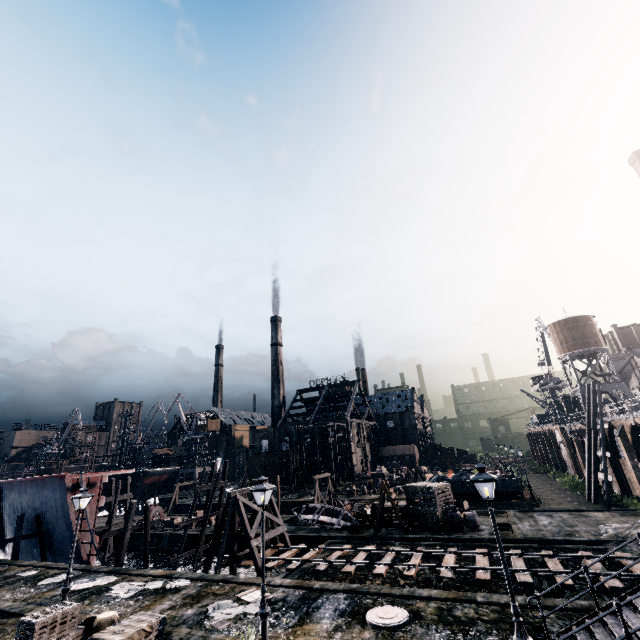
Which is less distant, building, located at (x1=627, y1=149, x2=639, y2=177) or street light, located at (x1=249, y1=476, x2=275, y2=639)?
street light, located at (x1=249, y1=476, x2=275, y2=639)

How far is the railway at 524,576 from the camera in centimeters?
1681cm

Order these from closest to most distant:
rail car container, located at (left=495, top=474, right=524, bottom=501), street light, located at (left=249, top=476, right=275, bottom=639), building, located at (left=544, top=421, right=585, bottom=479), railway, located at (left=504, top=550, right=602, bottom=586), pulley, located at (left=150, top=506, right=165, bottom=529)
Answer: street light, located at (left=249, top=476, right=275, bottom=639) < railway, located at (left=504, top=550, right=602, bottom=586) < rail car container, located at (left=495, top=474, right=524, bottom=501) < pulley, located at (left=150, top=506, right=165, bottom=529) < building, located at (left=544, top=421, right=585, bottom=479)

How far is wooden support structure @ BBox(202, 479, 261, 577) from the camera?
23.09m

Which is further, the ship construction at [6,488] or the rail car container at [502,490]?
the rail car container at [502,490]

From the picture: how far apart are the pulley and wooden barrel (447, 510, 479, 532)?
34.4m

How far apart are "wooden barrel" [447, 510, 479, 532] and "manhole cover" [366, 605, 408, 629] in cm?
1573

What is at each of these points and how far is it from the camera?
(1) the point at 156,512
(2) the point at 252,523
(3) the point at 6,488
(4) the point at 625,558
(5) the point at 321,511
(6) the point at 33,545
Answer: (1) pulley, 40.1m
(2) wooden support structure, 28.6m
(3) ship construction, 33.8m
(4) railway, 18.2m
(5) boat, 32.9m
(6) ship construction, 32.1m
